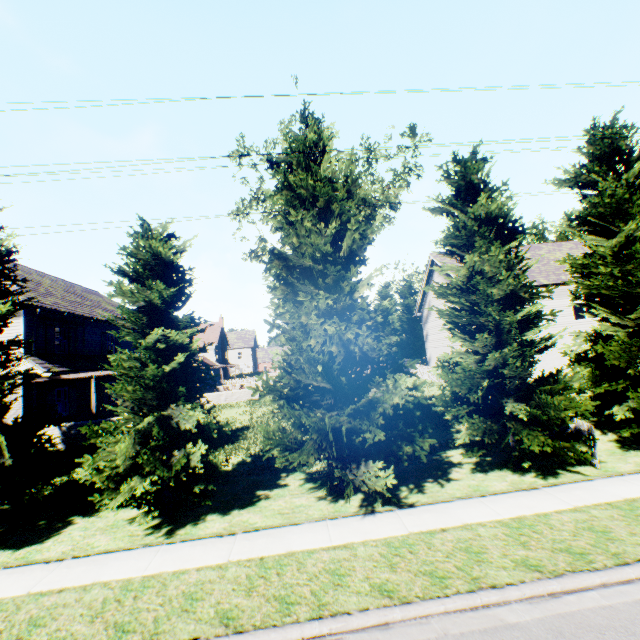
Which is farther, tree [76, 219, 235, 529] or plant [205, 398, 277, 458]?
plant [205, 398, 277, 458]

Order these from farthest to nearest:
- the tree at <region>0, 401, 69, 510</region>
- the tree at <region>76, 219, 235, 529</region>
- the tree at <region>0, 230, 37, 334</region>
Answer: the tree at <region>0, 230, 37, 334</region>
the tree at <region>0, 401, 69, 510</region>
the tree at <region>76, 219, 235, 529</region>

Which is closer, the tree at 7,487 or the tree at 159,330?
the tree at 159,330

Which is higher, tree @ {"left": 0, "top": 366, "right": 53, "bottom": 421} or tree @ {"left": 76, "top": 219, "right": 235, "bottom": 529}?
tree @ {"left": 0, "top": 366, "right": 53, "bottom": 421}

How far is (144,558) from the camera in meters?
7.3 m

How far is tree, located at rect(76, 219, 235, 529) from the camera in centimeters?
838cm
